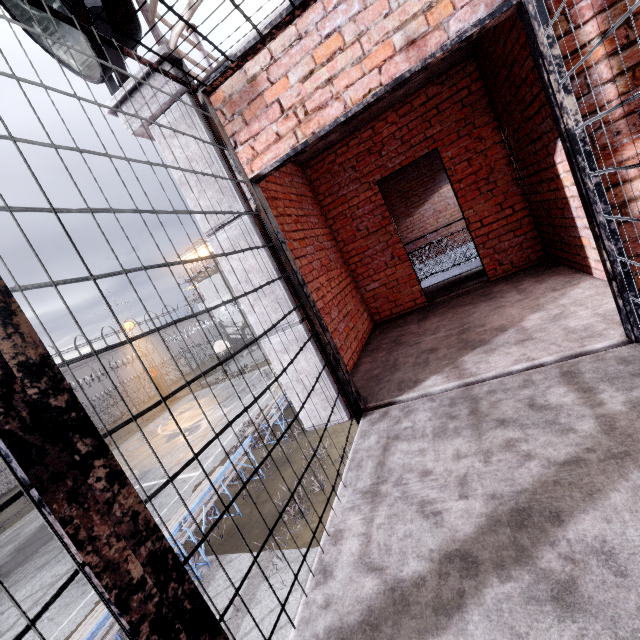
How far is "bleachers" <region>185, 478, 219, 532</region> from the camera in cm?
806

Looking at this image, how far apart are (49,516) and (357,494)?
1.6m

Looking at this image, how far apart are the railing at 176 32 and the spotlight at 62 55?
0.10m

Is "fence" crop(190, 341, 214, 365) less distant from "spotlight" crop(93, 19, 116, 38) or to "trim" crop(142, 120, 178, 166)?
"trim" crop(142, 120, 178, 166)

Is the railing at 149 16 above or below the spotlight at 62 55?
below

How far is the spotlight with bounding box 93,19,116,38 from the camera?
2.20m

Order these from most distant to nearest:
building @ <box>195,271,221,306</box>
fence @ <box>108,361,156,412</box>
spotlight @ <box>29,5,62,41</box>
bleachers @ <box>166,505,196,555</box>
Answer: building @ <box>195,271,221,306</box> → fence @ <box>108,361,156,412</box> → bleachers @ <box>166,505,196,555</box> → spotlight @ <box>29,5,62,41</box>

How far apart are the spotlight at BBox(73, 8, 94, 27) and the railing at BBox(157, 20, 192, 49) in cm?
10
